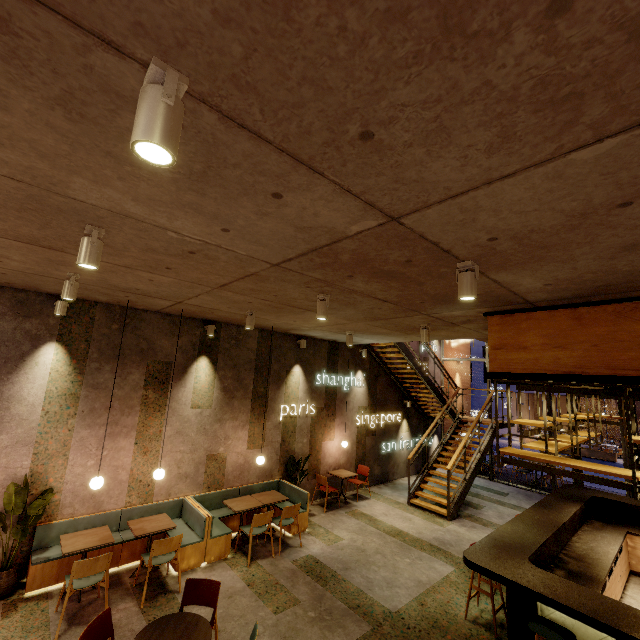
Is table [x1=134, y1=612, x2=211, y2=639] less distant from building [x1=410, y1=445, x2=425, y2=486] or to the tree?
building [x1=410, y1=445, x2=425, y2=486]

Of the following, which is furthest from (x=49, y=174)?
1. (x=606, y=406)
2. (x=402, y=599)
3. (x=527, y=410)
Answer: (x=606, y=406)

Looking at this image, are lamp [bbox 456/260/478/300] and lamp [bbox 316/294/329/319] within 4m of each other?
yes

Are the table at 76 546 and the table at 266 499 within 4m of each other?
yes

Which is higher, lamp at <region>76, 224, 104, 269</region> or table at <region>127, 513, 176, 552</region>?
lamp at <region>76, 224, 104, 269</region>

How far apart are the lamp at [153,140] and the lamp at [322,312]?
3.2 meters

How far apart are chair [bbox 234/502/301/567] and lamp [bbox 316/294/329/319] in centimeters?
417cm

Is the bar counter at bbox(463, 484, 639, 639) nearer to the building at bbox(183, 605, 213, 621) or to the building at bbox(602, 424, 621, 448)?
the building at bbox(183, 605, 213, 621)
